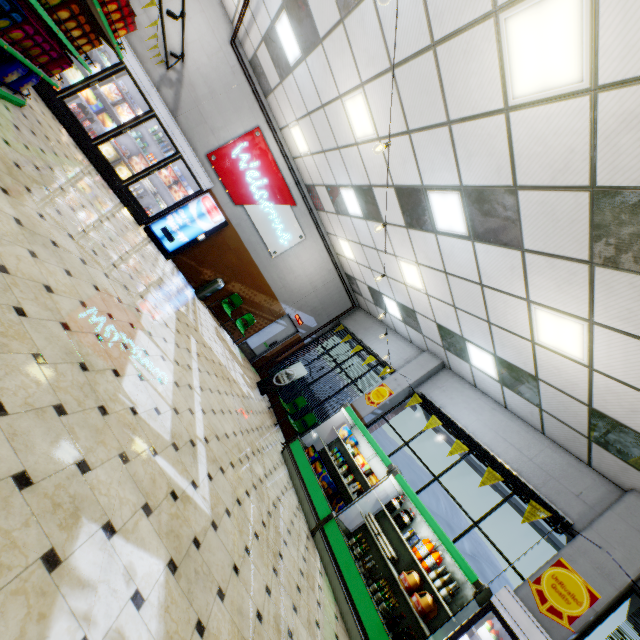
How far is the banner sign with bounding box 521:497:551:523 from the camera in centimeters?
544cm

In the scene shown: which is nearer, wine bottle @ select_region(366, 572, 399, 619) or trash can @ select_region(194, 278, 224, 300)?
wine bottle @ select_region(366, 572, 399, 619)

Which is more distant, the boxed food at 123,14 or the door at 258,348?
the door at 258,348

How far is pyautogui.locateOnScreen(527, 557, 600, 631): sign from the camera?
4.5m

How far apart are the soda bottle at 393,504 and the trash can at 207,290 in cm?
785

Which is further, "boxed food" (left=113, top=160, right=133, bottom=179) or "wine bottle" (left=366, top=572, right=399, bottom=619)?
"boxed food" (left=113, top=160, right=133, bottom=179)

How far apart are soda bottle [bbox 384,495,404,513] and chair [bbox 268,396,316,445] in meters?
3.2

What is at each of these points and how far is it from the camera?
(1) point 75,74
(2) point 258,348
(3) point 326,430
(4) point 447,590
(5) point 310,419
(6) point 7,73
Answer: (1) boxed frozen food, 7.3 meters
(2) door, 12.5 meters
(3) building, 8.8 meters
(4) wine bottle, 4.9 meters
(5) chair, 9.4 meters
(6) packaged food, 4.6 meters
